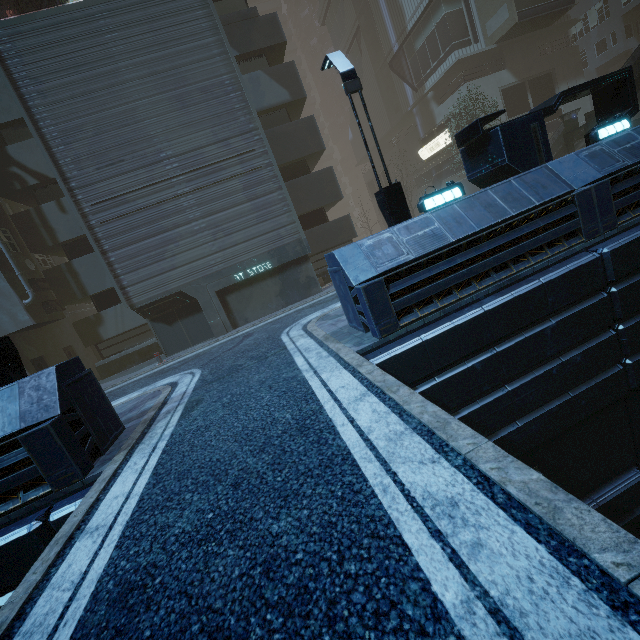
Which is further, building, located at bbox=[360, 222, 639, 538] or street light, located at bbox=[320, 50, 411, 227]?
street light, located at bbox=[320, 50, 411, 227]

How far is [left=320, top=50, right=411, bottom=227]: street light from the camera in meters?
8.4

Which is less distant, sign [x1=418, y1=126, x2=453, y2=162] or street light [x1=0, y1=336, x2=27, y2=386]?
street light [x1=0, y1=336, x2=27, y2=386]

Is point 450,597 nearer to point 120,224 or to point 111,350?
point 120,224

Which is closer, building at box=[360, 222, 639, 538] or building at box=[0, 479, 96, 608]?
building at box=[0, 479, 96, 608]

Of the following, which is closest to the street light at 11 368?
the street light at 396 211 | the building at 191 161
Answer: the building at 191 161

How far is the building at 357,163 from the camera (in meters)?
44.84

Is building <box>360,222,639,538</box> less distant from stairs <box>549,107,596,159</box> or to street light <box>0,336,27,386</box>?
street light <box>0,336,27,386</box>
